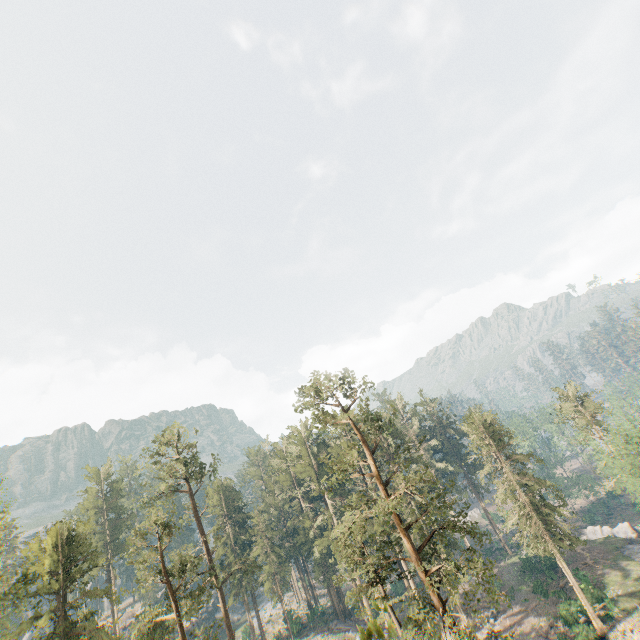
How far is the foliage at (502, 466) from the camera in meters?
36.0 m

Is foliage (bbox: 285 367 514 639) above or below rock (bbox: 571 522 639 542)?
above

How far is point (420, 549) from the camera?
23.77m

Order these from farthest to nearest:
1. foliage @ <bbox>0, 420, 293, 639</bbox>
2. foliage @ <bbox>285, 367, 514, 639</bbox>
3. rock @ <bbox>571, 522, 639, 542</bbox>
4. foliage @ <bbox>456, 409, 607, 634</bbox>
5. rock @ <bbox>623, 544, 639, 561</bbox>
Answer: rock @ <bbox>571, 522, 639, 542</bbox>, rock @ <bbox>623, 544, 639, 561</bbox>, foliage @ <bbox>456, 409, 607, 634</bbox>, foliage @ <bbox>0, 420, 293, 639</bbox>, foliage @ <bbox>285, 367, 514, 639</bbox>

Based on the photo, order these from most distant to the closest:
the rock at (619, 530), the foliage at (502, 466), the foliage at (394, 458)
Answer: the rock at (619, 530) < the foliage at (502, 466) < the foliage at (394, 458)

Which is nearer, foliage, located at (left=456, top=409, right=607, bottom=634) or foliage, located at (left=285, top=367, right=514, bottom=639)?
foliage, located at (left=285, top=367, right=514, bottom=639)

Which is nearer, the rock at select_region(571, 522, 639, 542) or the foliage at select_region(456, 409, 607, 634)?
the foliage at select_region(456, 409, 607, 634)
